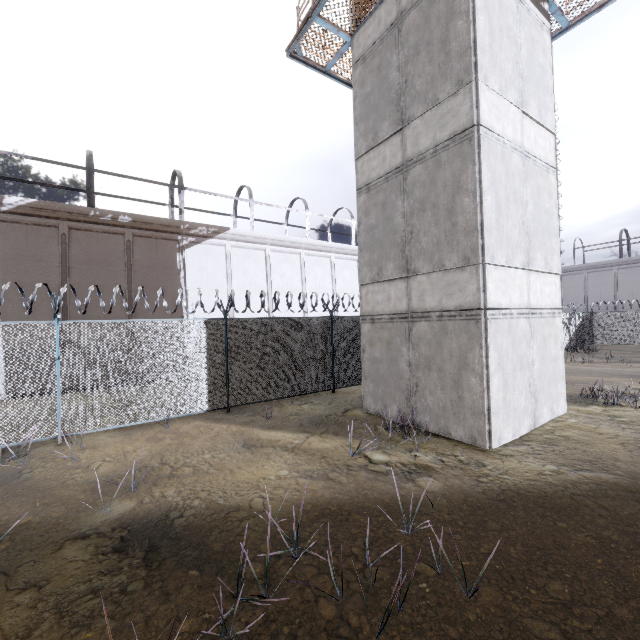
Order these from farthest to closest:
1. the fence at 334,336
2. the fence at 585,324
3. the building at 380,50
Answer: the fence at 585,324 → the fence at 334,336 → the building at 380,50

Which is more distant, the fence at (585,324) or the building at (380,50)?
the fence at (585,324)

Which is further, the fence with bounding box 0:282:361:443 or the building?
the fence with bounding box 0:282:361:443

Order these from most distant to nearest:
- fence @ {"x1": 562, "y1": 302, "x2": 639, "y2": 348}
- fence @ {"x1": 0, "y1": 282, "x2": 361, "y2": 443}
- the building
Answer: fence @ {"x1": 562, "y1": 302, "x2": 639, "y2": 348}
fence @ {"x1": 0, "y1": 282, "x2": 361, "y2": 443}
the building

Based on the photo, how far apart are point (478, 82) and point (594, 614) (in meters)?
8.91

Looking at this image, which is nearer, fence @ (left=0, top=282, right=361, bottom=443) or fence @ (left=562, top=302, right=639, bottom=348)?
fence @ (left=0, top=282, right=361, bottom=443)
